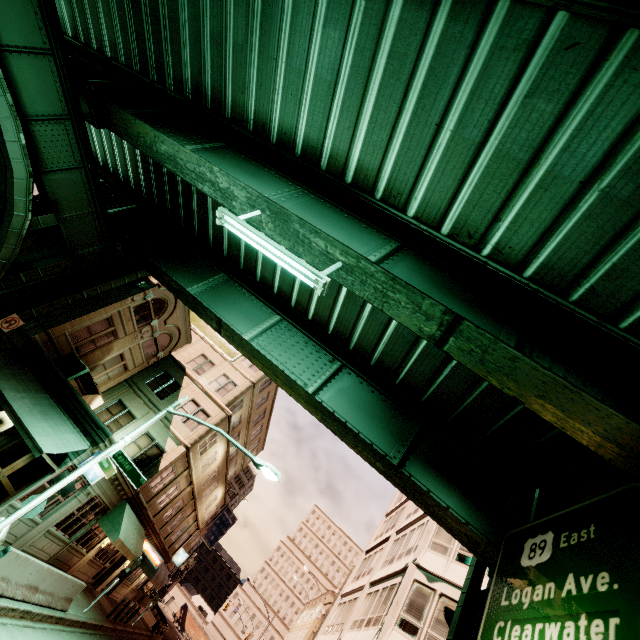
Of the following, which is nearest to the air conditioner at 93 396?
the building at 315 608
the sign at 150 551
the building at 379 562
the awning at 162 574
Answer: the sign at 150 551

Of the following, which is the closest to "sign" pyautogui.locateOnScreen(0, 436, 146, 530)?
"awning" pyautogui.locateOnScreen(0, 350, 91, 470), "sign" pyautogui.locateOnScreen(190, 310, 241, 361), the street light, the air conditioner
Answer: the street light

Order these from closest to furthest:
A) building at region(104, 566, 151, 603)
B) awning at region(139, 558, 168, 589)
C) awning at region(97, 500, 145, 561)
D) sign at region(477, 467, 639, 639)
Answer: sign at region(477, 467, 639, 639) < awning at region(97, 500, 145, 561) < building at region(104, 566, 151, 603) < awning at region(139, 558, 168, 589)

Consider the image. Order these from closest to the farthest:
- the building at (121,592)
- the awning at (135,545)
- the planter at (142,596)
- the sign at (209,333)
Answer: the awning at (135,545), the building at (121,592), the sign at (209,333), the planter at (142,596)

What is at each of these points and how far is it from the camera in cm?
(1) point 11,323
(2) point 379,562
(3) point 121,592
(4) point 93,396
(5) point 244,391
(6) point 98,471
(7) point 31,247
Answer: (1) sign, 1249
(2) building, 2181
(3) building, 2727
(4) air conditioner, 1838
(5) building, 2608
(6) sign, 1350
(7) building, 2045

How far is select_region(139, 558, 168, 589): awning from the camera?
26.8m

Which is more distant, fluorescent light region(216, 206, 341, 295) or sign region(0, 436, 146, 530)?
sign region(0, 436, 146, 530)

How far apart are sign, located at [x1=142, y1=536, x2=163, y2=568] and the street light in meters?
17.7 m
